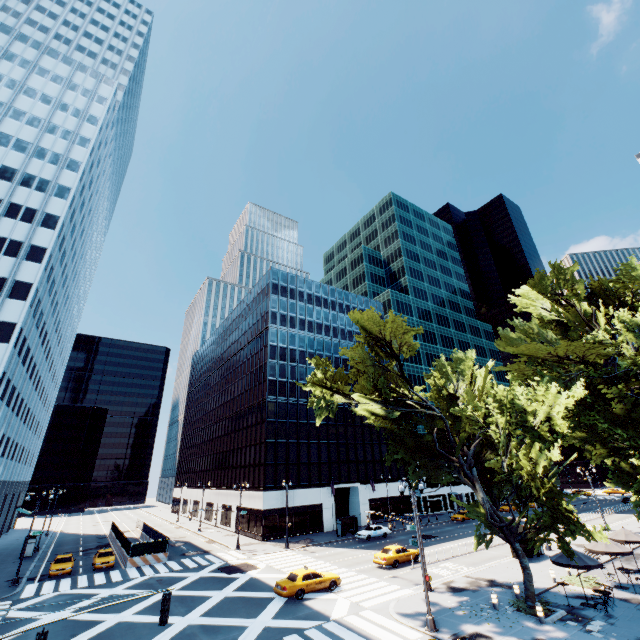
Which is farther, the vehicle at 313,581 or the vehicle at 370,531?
the vehicle at 370,531

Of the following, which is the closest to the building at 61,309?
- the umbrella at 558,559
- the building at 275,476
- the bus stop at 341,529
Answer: the building at 275,476

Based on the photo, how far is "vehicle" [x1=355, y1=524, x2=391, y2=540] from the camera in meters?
42.2 m

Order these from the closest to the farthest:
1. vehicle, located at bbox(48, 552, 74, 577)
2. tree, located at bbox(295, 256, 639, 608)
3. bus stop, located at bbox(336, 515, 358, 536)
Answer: tree, located at bbox(295, 256, 639, 608)
vehicle, located at bbox(48, 552, 74, 577)
bus stop, located at bbox(336, 515, 358, 536)

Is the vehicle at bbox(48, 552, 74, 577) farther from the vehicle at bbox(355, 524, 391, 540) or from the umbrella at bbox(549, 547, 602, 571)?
the umbrella at bbox(549, 547, 602, 571)

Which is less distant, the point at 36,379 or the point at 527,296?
the point at 527,296

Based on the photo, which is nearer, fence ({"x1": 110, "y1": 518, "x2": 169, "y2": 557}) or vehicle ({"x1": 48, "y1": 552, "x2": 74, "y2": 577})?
vehicle ({"x1": 48, "y1": 552, "x2": 74, "y2": 577})

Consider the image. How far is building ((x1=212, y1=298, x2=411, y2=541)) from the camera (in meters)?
47.66
